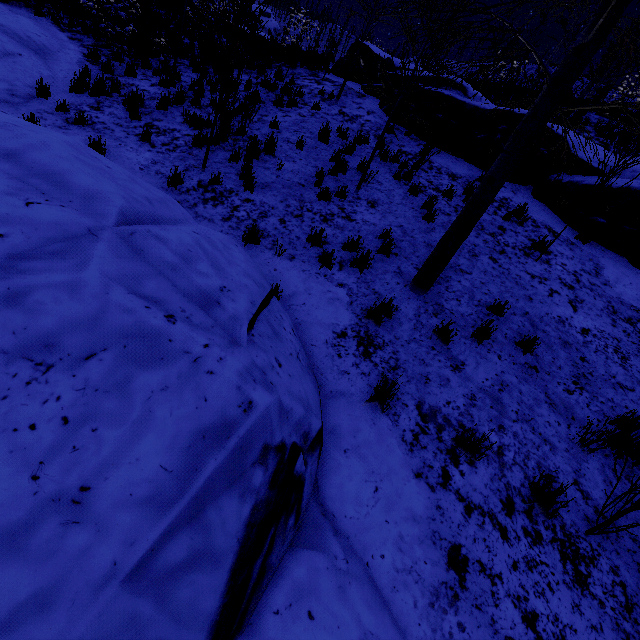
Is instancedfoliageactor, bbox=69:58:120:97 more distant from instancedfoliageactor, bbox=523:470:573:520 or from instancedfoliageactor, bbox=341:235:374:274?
instancedfoliageactor, bbox=523:470:573:520

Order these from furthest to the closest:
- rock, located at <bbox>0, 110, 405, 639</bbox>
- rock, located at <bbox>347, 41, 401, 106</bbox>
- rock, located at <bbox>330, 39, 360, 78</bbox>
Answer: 1. rock, located at <bbox>330, 39, 360, 78</bbox>
2. rock, located at <bbox>347, 41, 401, 106</bbox>
3. rock, located at <bbox>0, 110, 405, 639</bbox>

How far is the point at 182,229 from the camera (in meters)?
3.07

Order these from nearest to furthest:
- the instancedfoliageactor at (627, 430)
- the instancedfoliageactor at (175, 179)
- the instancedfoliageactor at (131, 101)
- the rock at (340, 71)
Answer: the instancedfoliageactor at (627, 430), the instancedfoliageactor at (175, 179), the instancedfoliageactor at (131, 101), the rock at (340, 71)

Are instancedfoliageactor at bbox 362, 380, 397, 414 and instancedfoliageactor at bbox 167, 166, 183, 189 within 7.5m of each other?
yes

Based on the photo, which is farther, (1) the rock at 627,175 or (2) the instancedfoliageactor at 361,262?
(1) the rock at 627,175

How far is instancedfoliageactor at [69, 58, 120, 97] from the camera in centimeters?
795cm

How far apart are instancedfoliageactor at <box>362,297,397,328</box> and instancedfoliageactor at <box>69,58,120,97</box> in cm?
961
